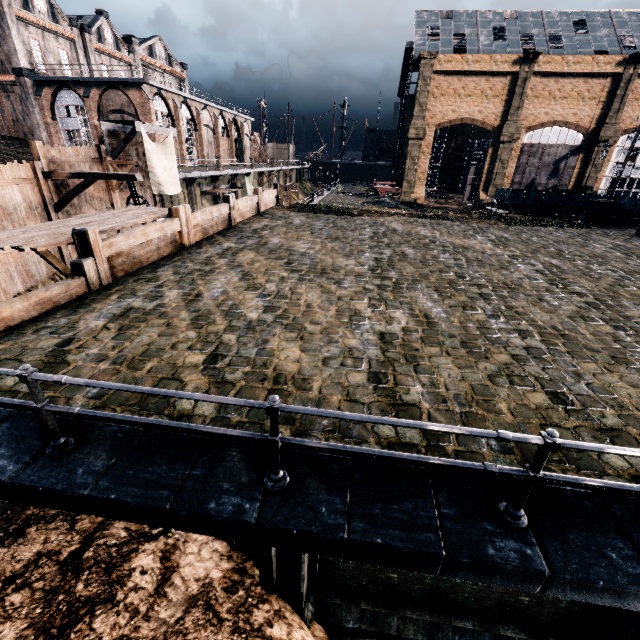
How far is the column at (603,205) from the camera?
23.03m

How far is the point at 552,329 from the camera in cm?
788

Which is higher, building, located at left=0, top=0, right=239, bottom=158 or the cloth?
building, located at left=0, top=0, right=239, bottom=158

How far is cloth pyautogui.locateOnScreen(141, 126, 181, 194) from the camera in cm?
2217

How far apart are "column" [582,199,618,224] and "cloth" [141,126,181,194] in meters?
31.2

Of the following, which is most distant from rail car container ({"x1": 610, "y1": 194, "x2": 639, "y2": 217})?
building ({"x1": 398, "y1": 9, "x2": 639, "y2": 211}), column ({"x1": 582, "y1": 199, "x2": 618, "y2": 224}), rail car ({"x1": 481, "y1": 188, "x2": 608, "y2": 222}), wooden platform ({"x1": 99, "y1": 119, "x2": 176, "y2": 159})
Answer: Answer: wooden platform ({"x1": 99, "y1": 119, "x2": 176, "y2": 159})

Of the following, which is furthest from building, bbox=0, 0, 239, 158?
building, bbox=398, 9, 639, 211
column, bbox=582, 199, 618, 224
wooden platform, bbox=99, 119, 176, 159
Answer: column, bbox=582, 199, 618, 224

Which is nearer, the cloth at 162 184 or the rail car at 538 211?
the cloth at 162 184
